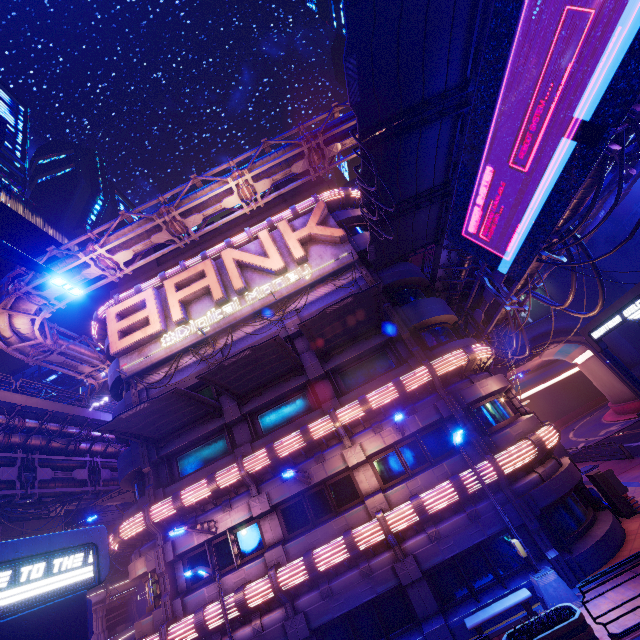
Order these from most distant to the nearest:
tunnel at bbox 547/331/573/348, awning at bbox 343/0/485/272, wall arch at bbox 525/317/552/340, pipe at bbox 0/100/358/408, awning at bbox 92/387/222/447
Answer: tunnel at bbox 547/331/573/348, wall arch at bbox 525/317/552/340, pipe at bbox 0/100/358/408, awning at bbox 92/387/222/447, awning at bbox 343/0/485/272

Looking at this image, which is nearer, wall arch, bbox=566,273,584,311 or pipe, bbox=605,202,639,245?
pipe, bbox=605,202,639,245

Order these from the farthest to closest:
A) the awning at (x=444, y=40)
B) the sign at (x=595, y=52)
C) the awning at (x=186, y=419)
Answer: the awning at (x=186, y=419) → the awning at (x=444, y=40) → the sign at (x=595, y=52)

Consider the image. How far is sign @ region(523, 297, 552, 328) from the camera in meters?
36.6 m

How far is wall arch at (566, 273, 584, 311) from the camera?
36.91m

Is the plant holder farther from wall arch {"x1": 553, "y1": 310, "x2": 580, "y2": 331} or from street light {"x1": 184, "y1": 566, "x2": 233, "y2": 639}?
wall arch {"x1": 553, "y1": 310, "x2": 580, "y2": 331}

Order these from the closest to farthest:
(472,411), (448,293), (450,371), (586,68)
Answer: (586,68) < (472,411) < (450,371) < (448,293)

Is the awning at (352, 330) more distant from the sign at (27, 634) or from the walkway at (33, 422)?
the walkway at (33, 422)
